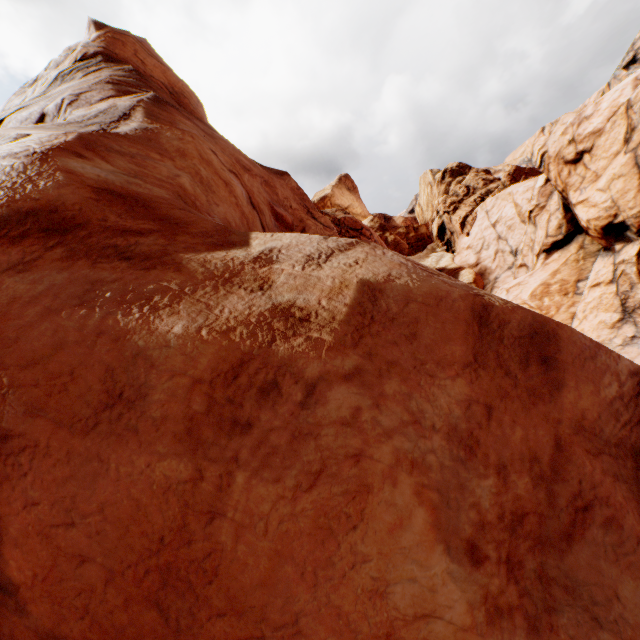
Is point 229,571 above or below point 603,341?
above
